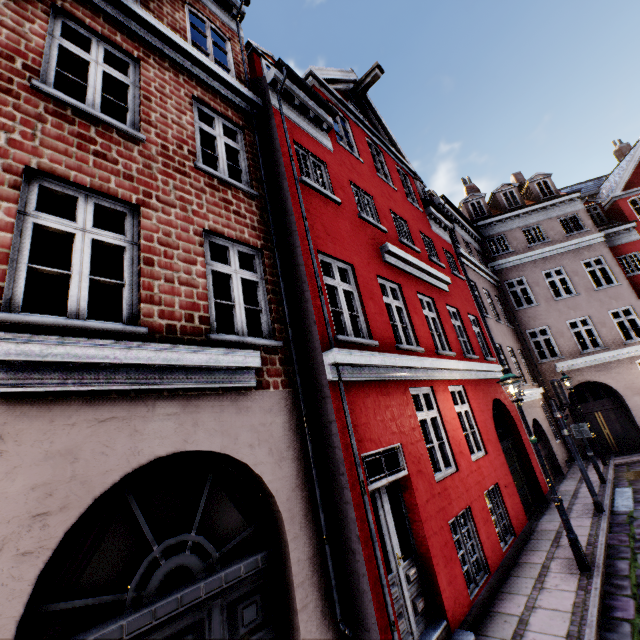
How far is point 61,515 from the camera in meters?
2.6

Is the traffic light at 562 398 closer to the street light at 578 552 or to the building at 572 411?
the building at 572 411

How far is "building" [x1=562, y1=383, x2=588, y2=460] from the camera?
15.0 meters

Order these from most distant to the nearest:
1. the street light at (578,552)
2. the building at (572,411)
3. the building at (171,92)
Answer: the building at (572,411)
the street light at (578,552)
the building at (171,92)

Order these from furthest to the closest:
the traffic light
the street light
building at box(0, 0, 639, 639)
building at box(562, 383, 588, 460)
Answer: building at box(562, 383, 588, 460)
the traffic light
the street light
building at box(0, 0, 639, 639)

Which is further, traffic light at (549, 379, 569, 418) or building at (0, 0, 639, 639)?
traffic light at (549, 379, 569, 418)

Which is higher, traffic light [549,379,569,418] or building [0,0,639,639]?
traffic light [549,379,569,418]

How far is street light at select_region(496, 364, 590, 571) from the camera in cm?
607
